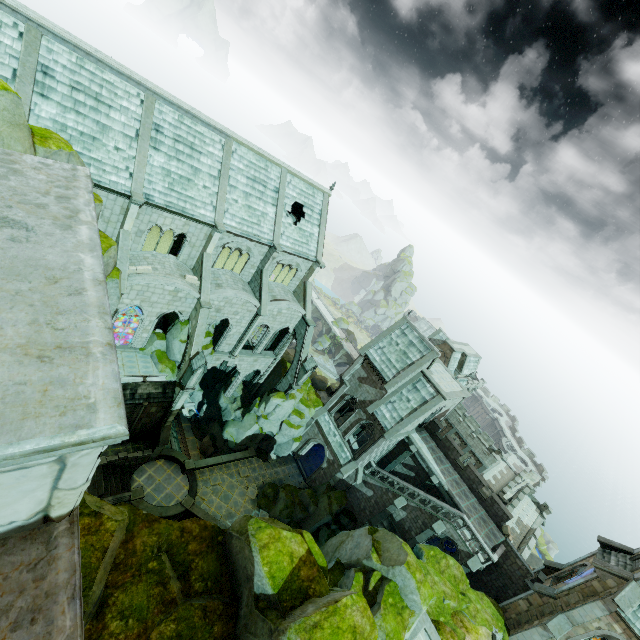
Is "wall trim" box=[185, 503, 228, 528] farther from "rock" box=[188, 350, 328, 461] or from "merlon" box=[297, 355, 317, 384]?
"merlon" box=[297, 355, 317, 384]

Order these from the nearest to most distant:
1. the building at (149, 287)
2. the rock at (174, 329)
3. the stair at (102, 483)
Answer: the building at (149, 287) < the stair at (102, 483) < the rock at (174, 329)

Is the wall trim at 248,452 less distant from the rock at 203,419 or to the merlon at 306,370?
the rock at 203,419

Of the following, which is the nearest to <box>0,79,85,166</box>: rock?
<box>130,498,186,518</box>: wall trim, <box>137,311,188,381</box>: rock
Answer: <box>137,311,188,381</box>: rock

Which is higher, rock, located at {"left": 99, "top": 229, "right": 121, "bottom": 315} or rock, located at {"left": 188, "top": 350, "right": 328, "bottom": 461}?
rock, located at {"left": 99, "top": 229, "right": 121, "bottom": 315}

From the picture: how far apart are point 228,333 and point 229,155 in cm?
1542

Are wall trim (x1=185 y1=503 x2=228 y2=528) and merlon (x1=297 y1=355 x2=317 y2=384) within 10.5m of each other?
no

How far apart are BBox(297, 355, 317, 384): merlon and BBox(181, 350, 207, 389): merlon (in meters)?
10.90
